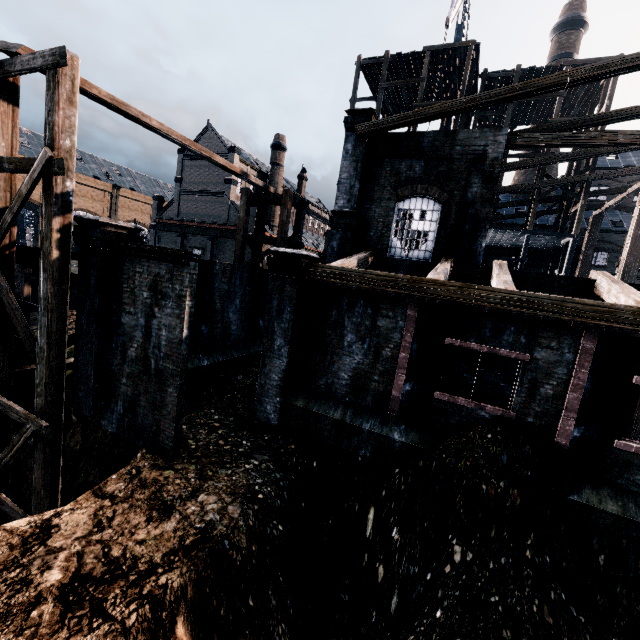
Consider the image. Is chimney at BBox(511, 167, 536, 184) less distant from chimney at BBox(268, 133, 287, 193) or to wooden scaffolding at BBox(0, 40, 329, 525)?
chimney at BBox(268, 133, 287, 193)

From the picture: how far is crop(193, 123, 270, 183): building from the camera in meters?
44.3 m

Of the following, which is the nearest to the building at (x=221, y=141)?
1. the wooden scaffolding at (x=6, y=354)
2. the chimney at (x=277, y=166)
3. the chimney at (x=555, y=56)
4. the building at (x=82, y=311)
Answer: the building at (x=82, y=311)

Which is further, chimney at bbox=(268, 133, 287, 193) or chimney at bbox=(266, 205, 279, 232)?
chimney at bbox=(266, 205, 279, 232)

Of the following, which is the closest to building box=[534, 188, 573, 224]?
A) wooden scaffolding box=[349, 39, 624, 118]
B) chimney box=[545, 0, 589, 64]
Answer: wooden scaffolding box=[349, 39, 624, 118]

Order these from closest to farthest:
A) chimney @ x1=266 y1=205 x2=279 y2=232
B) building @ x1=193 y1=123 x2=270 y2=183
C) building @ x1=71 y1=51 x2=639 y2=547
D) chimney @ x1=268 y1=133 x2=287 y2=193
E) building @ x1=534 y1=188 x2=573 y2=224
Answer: building @ x1=71 y1=51 x2=639 y2=547
building @ x1=534 y1=188 x2=573 y2=224
building @ x1=193 y1=123 x2=270 y2=183
chimney @ x1=268 y1=133 x2=287 y2=193
chimney @ x1=266 y1=205 x2=279 y2=232

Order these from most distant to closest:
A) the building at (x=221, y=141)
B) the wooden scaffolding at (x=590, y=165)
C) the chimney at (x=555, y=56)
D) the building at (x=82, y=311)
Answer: the building at (x=221, y=141)
the chimney at (x=555, y=56)
the wooden scaffolding at (x=590, y=165)
the building at (x=82, y=311)

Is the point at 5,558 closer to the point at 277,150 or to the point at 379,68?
the point at 379,68
